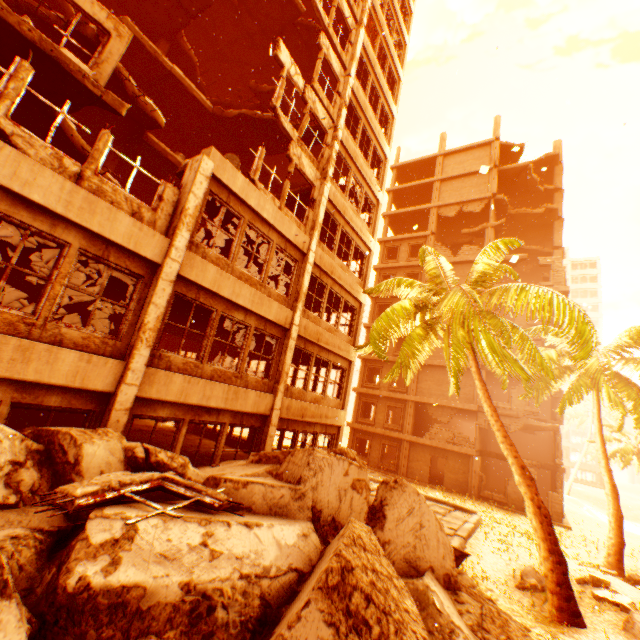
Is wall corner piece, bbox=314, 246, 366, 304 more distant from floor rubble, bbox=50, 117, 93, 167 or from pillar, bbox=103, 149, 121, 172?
pillar, bbox=103, 149, 121, 172

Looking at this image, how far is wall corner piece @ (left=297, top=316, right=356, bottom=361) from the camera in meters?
12.2

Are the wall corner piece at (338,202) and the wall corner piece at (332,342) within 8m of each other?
yes

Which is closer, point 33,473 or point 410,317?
point 33,473

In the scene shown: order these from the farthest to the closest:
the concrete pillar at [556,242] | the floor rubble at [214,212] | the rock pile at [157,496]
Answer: the concrete pillar at [556,242]
the floor rubble at [214,212]
the rock pile at [157,496]

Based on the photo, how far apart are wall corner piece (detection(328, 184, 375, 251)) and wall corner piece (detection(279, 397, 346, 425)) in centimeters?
821cm

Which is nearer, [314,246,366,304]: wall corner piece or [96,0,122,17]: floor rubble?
[314,246,366,304]: wall corner piece

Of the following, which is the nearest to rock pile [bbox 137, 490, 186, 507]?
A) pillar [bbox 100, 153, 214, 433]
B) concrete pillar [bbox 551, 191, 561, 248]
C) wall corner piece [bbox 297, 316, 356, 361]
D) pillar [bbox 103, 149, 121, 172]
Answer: pillar [bbox 100, 153, 214, 433]
